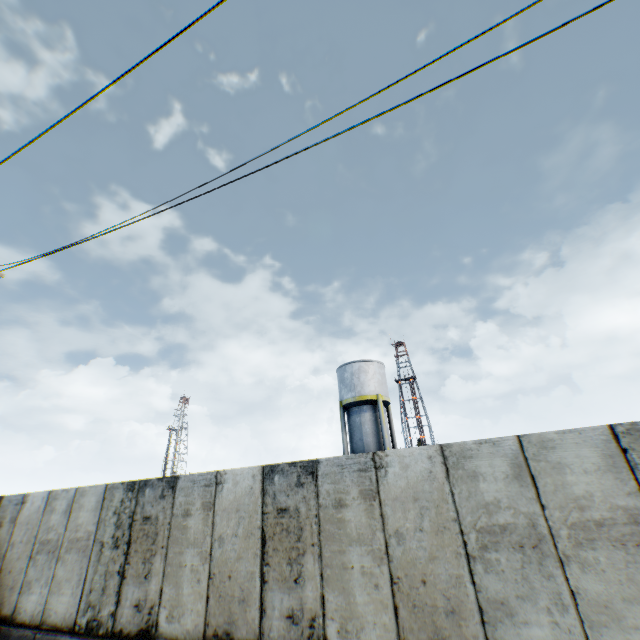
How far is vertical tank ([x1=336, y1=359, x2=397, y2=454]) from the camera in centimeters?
2364cm

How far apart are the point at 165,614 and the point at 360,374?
20.2m

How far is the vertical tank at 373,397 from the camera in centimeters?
2364cm
